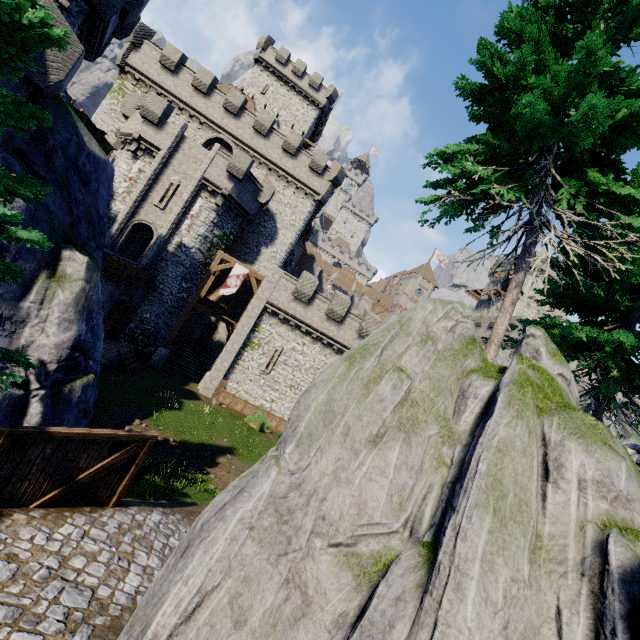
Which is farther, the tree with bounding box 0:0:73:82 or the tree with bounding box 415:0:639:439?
the tree with bounding box 415:0:639:439

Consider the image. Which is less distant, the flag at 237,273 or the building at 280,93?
the flag at 237,273

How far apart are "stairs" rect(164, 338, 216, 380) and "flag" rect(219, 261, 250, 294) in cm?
696

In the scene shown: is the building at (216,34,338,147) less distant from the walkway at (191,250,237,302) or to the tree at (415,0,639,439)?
the walkway at (191,250,237,302)

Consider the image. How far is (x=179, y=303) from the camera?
26.1 meters

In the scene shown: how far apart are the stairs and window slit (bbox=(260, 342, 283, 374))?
5.2 meters

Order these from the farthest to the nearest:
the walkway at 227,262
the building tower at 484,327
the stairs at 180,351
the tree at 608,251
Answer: the building tower at 484,327 → the stairs at 180,351 → the walkway at 227,262 → the tree at 608,251

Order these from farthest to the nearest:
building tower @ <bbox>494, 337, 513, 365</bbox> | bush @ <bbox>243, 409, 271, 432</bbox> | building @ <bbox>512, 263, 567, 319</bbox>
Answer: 1. building @ <bbox>512, 263, 567, 319</bbox>
2. building tower @ <bbox>494, 337, 513, 365</bbox>
3. bush @ <bbox>243, 409, 271, 432</bbox>
